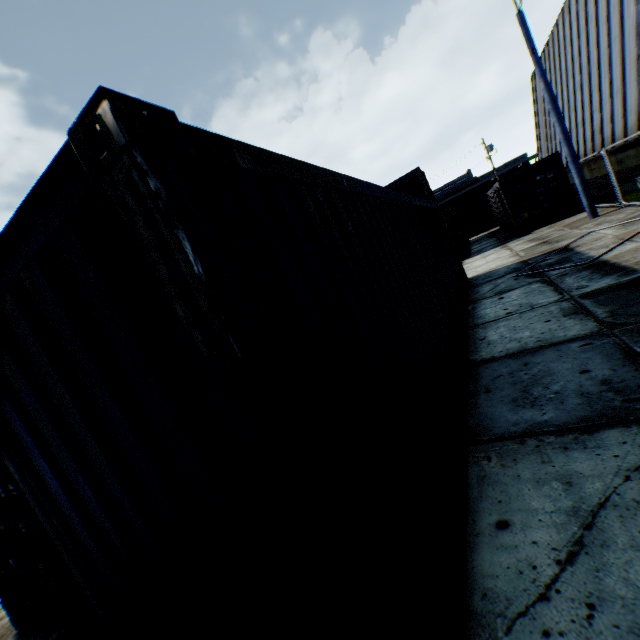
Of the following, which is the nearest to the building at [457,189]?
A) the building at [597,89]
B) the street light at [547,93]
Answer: the building at [597,89]

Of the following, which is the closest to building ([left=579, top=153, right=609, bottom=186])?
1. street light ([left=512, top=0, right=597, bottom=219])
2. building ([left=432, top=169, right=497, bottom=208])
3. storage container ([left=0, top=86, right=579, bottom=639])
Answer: street light ([left=512, top=0, right=597, bottom=219])

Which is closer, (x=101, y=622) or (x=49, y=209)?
(x=49, y=209)

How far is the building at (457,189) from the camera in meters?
52.5

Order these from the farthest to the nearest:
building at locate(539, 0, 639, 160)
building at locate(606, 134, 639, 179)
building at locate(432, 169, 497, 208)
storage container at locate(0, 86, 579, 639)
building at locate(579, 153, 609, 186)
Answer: building at locate(432, 169, 497, 208)
building at locate(579, 153, 609, 186)
building at locate(606, 134, 639, 179)
building at locate(539, 0, 639, 160)
storage container at locate(0, 86, 579, 639)

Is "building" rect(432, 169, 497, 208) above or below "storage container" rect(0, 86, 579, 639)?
above

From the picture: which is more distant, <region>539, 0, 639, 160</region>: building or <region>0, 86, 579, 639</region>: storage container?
<region>539, 0, 639, 160</region>: building

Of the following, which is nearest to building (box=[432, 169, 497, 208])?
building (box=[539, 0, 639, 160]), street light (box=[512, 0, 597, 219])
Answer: building (box=[539, 0, 639, 160])
